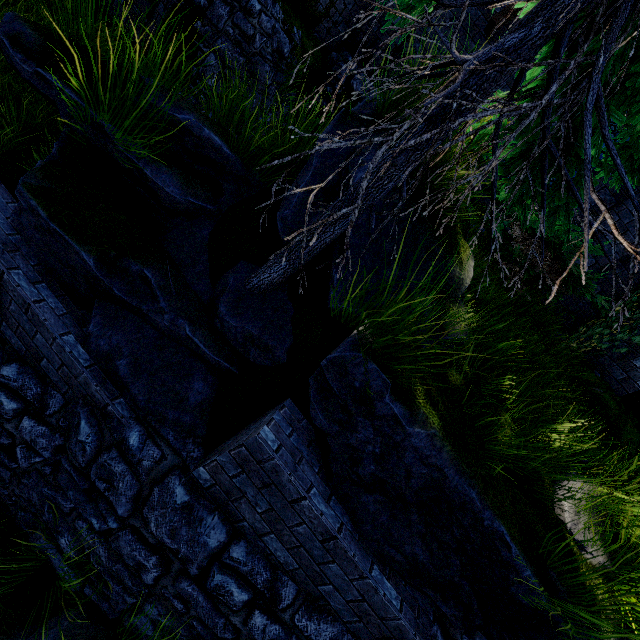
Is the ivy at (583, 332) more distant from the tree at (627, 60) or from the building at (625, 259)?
the tree at (627, 60)

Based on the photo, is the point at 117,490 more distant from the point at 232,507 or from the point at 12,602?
the point at 12,602

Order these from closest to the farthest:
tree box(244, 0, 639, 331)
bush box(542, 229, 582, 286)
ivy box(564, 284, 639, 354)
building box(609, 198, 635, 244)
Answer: tree box(244, 0, 639, 331), bush box(542, 229, 582, 286), ivy box(564, 284, 639, 354), building box(609, 198, 635, 244)

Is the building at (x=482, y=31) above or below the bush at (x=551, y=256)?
above

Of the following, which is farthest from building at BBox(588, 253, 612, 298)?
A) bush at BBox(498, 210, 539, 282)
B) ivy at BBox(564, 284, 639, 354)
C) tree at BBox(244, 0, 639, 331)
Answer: tree at BBox(244, 0, 639, 331)

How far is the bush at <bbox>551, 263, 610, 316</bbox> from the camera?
4.7 meters

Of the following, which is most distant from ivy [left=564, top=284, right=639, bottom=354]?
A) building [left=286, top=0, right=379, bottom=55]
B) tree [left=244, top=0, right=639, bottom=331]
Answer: tree [left=244, top=0, right=639, bottom=331]
